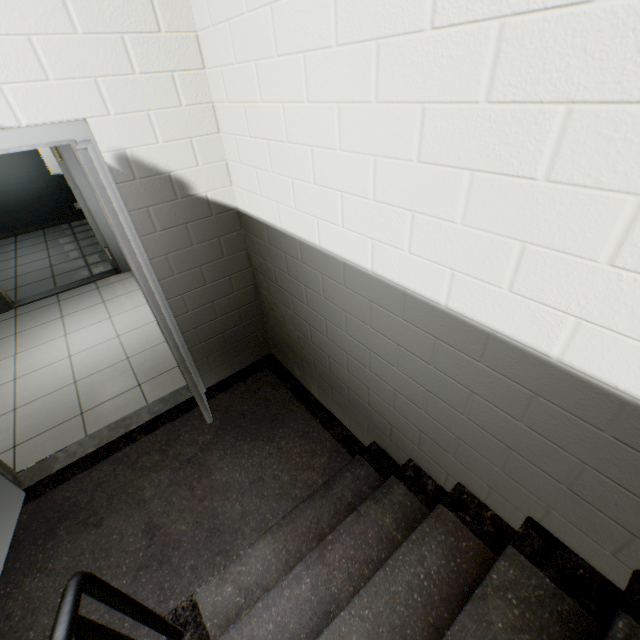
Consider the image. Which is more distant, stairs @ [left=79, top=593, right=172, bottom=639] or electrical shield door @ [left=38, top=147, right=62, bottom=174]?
electrical shield door @ [left=38, top=147, right=62, bottom=174]

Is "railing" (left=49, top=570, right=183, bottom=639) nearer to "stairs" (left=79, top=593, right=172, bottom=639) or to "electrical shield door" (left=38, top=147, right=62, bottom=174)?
"stairs" (left=79, top=593, right=172, bottom=639)

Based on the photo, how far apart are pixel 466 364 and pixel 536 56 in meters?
1.0

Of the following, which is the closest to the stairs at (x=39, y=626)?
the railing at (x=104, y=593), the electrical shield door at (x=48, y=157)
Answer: the railing at (x=104, y=593)

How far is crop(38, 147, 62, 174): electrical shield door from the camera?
5.12m

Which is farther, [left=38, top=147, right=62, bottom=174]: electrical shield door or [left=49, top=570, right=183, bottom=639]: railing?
[left=38, top=147, right=62, bottom=174]: electrical shield door

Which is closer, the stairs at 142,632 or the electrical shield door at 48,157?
the stairs at 142,632

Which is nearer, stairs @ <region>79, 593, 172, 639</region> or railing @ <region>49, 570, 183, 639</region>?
railing @ <region>49, 570, 183, 639</region>
